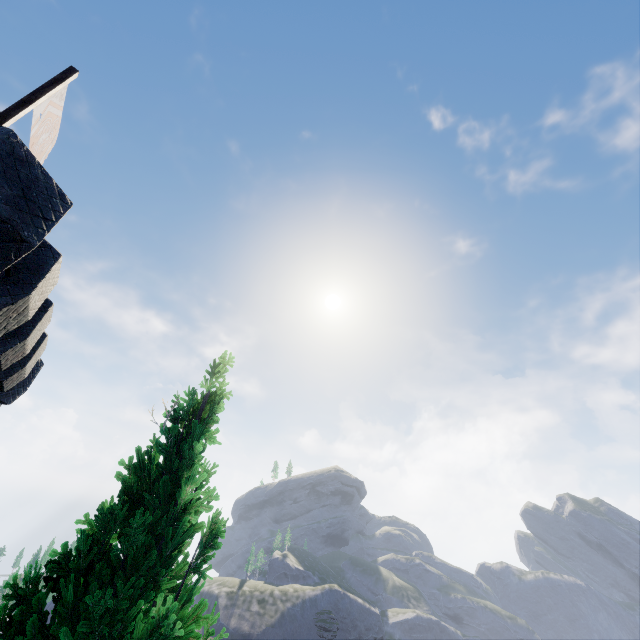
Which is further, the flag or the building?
the flag

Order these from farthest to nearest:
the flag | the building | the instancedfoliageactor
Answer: the flag
the building
the instancedfoliageactor

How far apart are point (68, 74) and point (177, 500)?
10.2m

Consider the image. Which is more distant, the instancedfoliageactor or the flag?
the flag

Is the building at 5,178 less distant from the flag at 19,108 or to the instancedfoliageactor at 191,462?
the flag at 19,108

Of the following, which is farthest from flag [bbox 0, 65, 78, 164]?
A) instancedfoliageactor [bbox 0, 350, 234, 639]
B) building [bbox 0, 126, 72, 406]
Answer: instancedfoliageactor [bbox 0, 350, 234, 639]

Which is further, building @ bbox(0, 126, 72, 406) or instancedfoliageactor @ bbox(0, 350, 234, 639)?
building @ bbox(0, 126, 72, 406)
